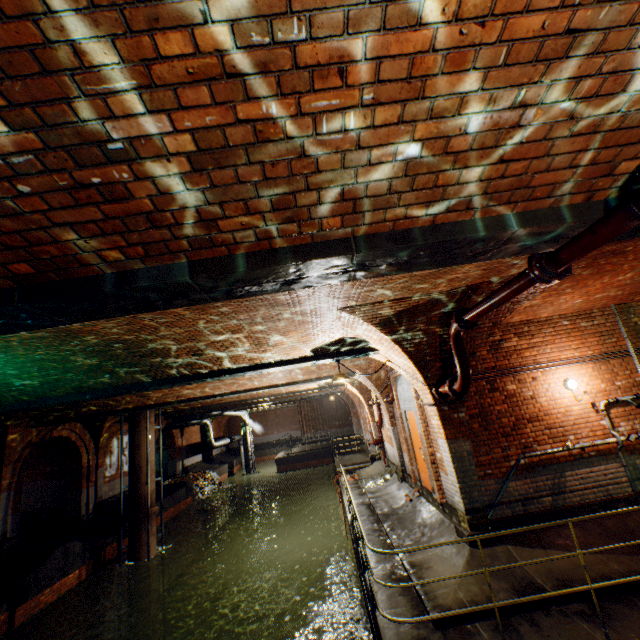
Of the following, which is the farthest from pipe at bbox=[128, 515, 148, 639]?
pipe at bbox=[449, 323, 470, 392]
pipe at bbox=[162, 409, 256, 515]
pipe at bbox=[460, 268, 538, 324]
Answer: pipe at bbox=[460, 268, 538, 324]

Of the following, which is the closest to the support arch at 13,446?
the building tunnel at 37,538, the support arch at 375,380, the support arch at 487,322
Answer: the building tunnel at 37,538

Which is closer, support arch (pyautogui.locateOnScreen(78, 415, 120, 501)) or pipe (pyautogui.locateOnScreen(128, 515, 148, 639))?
pipe (pyautogui.locateOnScreen(128, 515, 148, 639))

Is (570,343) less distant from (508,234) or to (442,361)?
(442,361)

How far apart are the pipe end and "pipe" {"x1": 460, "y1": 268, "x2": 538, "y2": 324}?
0.0 meters

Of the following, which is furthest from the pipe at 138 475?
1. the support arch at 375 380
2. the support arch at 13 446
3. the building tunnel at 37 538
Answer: the support arch at 375 380

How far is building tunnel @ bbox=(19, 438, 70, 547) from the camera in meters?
14.4 m

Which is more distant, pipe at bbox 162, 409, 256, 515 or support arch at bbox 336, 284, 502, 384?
pipe at bbox 162, 409, 256, 515
